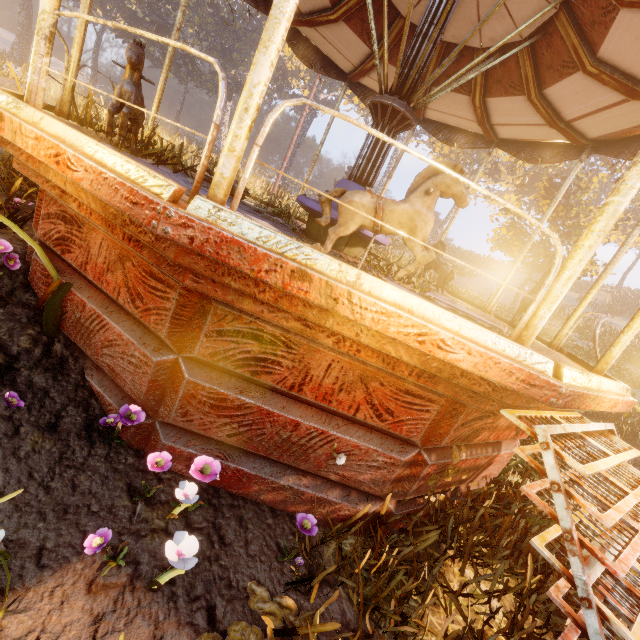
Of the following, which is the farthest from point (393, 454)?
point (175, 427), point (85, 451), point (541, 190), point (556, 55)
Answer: point (541, 190)

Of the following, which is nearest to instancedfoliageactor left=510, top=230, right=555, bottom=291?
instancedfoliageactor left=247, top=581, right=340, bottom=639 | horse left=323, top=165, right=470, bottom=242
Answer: horse left=323, top=165, right=470, bottom=242

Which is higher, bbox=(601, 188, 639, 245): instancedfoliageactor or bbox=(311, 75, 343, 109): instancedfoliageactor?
bbox=(311, 75, 343, 109): instancedfoliageactor

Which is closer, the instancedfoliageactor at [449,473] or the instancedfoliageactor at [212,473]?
the instancedfoliageactor at [212,473]

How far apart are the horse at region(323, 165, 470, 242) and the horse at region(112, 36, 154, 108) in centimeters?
220cm

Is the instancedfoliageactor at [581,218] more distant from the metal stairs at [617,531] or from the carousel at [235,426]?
the metal stairs at [617,531]

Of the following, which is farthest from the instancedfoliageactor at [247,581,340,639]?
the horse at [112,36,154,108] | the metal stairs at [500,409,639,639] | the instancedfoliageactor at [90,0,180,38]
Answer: the horse at [112,36,154,108]
